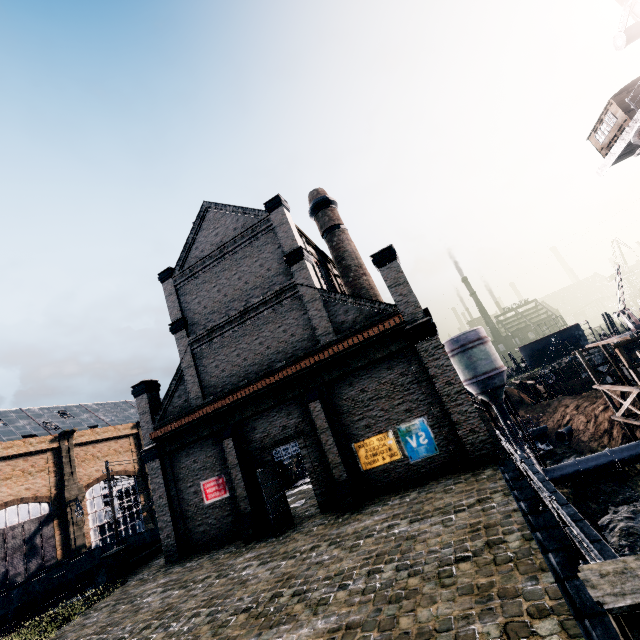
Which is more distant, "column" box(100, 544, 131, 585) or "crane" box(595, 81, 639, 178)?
"crane" box(595, 81, 639, 178)

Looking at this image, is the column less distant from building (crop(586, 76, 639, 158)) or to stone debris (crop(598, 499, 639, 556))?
stone debris (crop(598, 499, 639, 556))

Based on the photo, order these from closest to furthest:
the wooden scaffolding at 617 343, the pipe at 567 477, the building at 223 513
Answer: the building at 223 513 < the wooden scaffolding at 617 343 < the pipe at 567 477

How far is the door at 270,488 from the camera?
16.19m

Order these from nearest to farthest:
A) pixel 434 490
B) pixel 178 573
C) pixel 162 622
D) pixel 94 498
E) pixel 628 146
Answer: pixel 162 622 → pixel 434 490 → pixel 178 573 → pixel 628 146 → pixel 94 498

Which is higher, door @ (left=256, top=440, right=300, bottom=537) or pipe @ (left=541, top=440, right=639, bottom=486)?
door @ (left=256, top=440, right=300, bottom=537)

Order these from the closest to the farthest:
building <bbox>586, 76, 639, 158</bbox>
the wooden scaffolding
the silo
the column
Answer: the column, building <bbox>586, 76, 639, 158</bbox>, the wooden scaffolding, the silo

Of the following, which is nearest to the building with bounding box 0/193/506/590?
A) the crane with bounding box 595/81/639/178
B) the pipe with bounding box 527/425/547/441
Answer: the crane with bounding box 595/81/639/178
